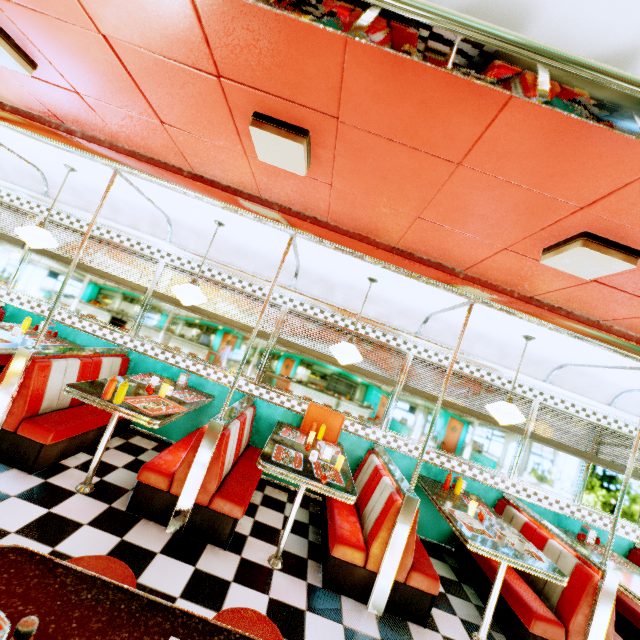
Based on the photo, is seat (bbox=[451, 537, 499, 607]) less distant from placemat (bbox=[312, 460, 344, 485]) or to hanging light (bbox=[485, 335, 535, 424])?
hanging light (bbox=[485, 335, 535, 424])

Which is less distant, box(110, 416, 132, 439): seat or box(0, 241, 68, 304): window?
box(110, 416, 132, 439): seat

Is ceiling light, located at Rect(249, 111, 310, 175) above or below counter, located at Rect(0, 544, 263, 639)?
above

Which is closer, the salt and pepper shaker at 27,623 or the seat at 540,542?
the salt and pepper shaker at 27,623

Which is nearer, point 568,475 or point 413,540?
point 413,540

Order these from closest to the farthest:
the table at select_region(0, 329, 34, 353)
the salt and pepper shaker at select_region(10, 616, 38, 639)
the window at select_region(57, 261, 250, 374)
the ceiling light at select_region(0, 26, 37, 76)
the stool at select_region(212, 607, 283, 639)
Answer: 1. the salt and pepper shaker at select_region(10, 616, 38, 639)
2. the stool at select_region(212, 607, 283, 639)
3. the ceiling light at select_region(0, 26, 37, 76)
4. the table at select_region(0, 329, 34, 353)
5. the window at select_region(57, 261, 250, 374)

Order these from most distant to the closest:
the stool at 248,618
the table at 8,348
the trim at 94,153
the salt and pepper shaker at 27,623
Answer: the table at 8,348
the trim at 94,153
the stool at 248,618
the salt and pepper shaker at 27,623

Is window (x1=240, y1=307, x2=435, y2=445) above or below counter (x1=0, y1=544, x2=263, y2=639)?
above
